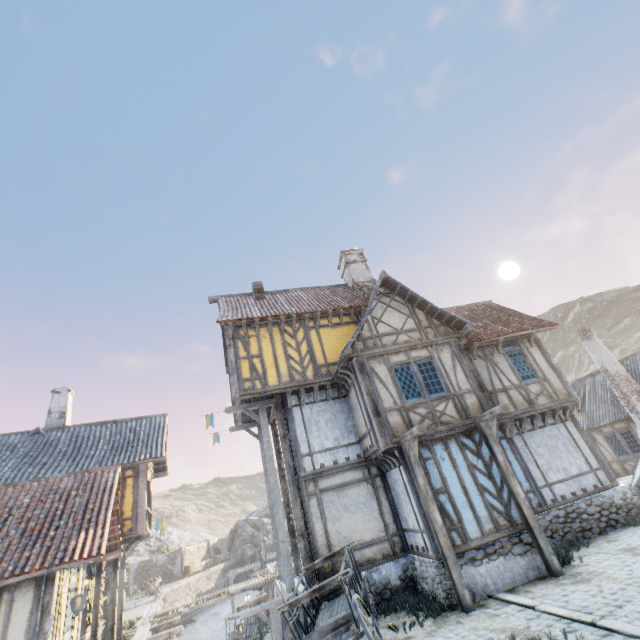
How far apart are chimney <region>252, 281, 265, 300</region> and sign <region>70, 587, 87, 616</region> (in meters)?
11.57

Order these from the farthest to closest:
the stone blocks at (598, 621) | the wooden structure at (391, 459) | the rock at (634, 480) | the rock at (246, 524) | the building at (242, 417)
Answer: the rock at (246, 524), the rock at (634, 480), the building at (242, 417), the wooden structure at (391, 459), the stone blocks at (598, 621)

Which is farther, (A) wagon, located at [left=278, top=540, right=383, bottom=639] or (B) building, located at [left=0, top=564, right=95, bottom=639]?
(B) building, located at [left=0, top=564, right=95, bottom=639]

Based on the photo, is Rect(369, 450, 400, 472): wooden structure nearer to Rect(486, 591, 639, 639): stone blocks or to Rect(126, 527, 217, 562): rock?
Rect(126, 527, 217, 562): rock

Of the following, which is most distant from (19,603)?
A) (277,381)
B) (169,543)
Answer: (169,543)

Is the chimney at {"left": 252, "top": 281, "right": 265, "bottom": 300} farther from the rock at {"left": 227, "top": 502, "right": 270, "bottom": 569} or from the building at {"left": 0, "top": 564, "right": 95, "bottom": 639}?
the rock at {"left": 227, "top": 502, "right": 270, "bottom": 569}

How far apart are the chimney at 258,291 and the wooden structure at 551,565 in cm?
1012

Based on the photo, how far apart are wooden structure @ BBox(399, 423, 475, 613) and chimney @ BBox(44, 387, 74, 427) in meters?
18.1 m
